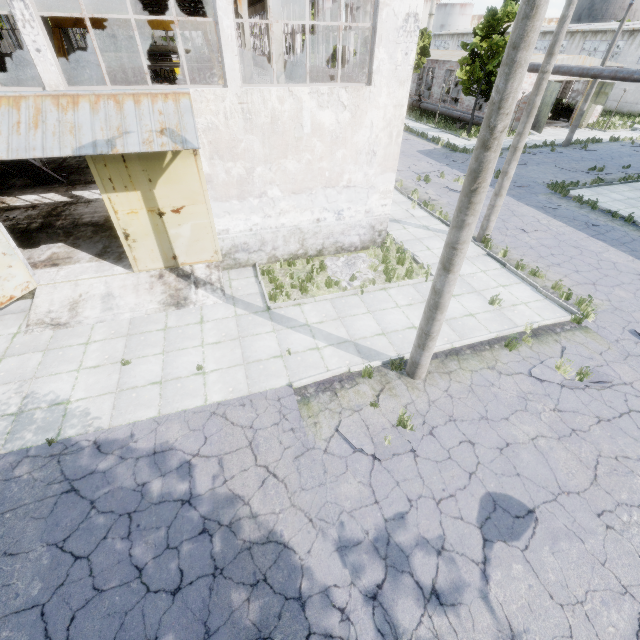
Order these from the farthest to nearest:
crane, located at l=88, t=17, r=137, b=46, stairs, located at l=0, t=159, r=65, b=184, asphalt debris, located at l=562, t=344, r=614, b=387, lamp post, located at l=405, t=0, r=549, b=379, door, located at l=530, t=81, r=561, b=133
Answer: door, located at l=530, t=81, r=561, b=133
crane, located at l=88, t=17, r=137, b=46
stairs, located at l=0, t=159, r=65, b=184
asphalt debris, located at l=562, t=344, r=614, b=387
lamp post, located at l=405, t=0, r=549, b=379

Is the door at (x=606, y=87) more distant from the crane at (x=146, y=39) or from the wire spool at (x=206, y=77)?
the wire spool at (x=206, y=77)

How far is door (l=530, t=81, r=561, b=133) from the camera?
28.2m

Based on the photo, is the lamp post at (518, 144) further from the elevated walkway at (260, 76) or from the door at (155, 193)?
the door at (155, 193)

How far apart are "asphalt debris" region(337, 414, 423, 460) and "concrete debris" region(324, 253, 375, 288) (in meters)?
4.09

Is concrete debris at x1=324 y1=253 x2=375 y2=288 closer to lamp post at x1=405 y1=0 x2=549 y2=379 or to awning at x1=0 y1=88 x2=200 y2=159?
lamp post at x1=405 y1=0 x2=549 y2=379

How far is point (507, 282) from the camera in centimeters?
1133cm

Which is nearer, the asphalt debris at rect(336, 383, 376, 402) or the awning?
A: the awning
